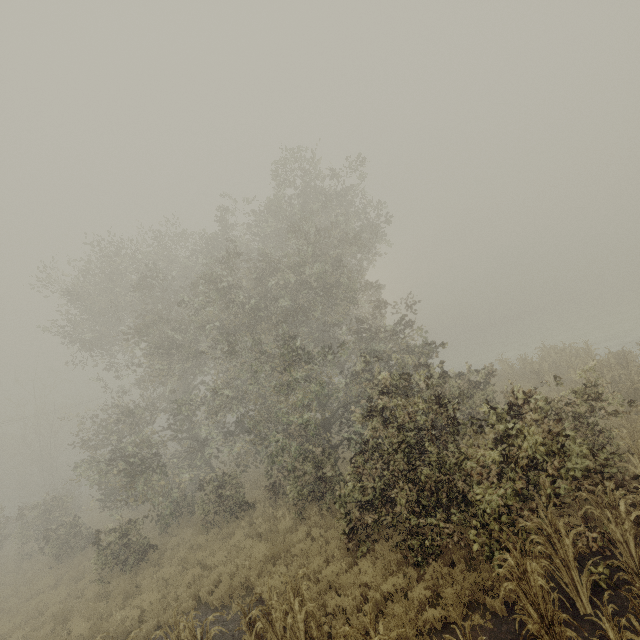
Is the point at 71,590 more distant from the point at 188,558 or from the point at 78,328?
the point at 78,328
